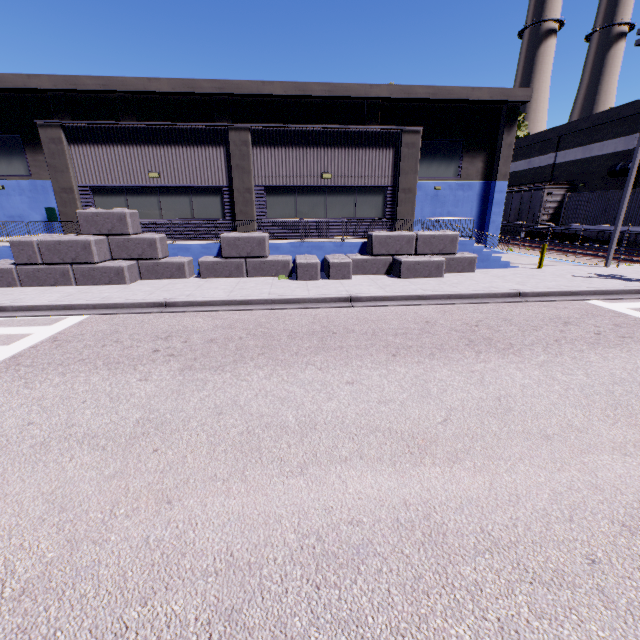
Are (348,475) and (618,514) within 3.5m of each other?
yes

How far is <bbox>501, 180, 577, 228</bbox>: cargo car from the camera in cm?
2803

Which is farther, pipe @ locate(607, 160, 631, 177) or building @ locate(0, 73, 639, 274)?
pipe @ locate(607, 160, 631, 177)

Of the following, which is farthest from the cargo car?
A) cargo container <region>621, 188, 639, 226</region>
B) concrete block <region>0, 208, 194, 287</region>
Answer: concrete block <region>0, 208, 194, 287</region>

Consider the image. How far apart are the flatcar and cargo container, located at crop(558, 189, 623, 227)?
0.0m

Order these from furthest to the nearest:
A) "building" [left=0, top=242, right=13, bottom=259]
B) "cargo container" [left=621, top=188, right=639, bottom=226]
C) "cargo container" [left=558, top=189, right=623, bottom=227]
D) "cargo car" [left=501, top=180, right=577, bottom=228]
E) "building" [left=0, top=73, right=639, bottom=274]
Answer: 1. "cargo car" [left=501, top=180, right=577, bottom=228]
2. "cargo container" [left=558, top=189, right=623, bottom=227]
3. "cargo container" [left=621, top=188, right=639, bottom=226]
4. "building" [left=0, top=73, right=639, bottom=274]
5. "building" [left=0, top=242, right=13, bottom=259]

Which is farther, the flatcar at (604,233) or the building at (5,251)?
the flatcar at (604,233)

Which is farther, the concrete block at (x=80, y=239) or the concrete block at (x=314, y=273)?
the concrete block at (x=314, y=273)
